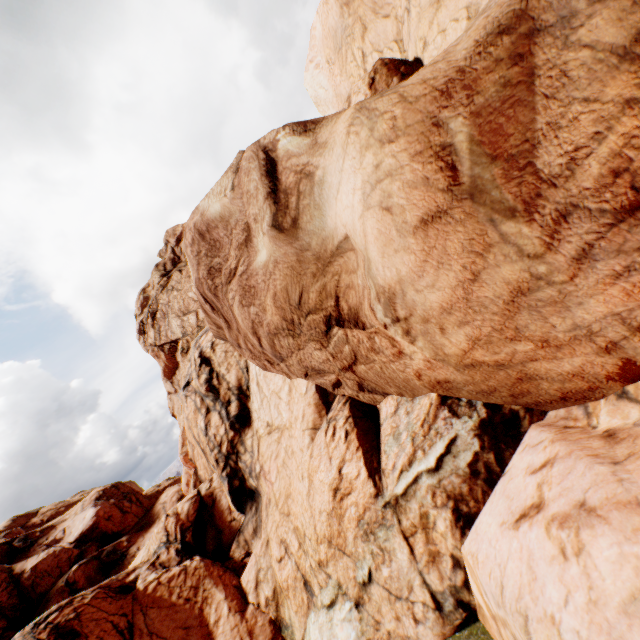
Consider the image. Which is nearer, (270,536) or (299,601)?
(299,601)
